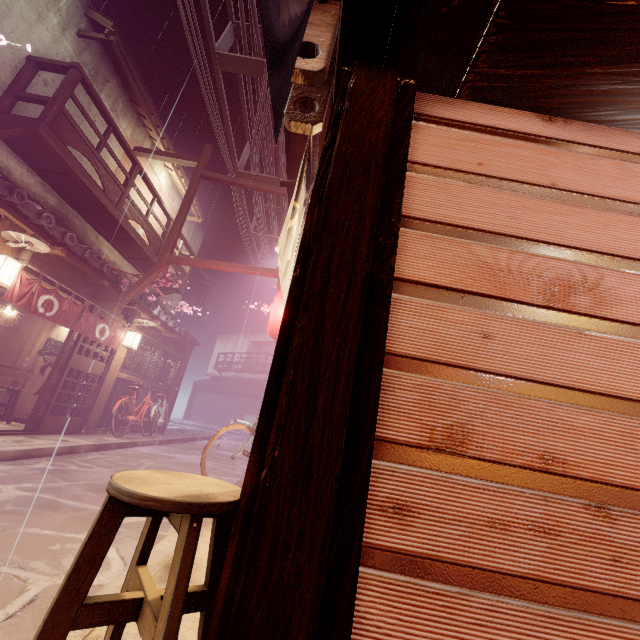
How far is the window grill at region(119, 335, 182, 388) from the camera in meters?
16.3

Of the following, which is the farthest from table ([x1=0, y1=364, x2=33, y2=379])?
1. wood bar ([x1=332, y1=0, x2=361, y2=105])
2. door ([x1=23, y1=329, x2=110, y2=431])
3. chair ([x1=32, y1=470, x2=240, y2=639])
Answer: chair ([x1=32, y1=470, x2=240, y2=639])

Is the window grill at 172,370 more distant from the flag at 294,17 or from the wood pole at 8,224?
the flag at 294,17

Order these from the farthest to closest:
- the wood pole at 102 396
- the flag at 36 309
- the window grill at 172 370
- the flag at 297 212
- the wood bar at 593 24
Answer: the window grill at 172 370 < the wood pole at 102 396 < the flag at 36 309 < the flag at 297 212 < the wood bar at 593 24

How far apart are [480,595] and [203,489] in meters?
1.8

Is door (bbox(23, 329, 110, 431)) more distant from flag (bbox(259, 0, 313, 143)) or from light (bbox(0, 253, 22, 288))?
flag (bbox(259, 0, 313, 143))

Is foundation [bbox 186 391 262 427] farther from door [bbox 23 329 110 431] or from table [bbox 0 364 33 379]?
table [bbox 0 364 33 379]

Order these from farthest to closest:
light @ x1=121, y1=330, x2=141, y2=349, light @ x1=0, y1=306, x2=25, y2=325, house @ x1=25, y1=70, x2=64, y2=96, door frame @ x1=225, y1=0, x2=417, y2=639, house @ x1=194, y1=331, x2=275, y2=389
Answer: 1. house @ x1=194, y1=331, x2=275, y2=389
2. light @ x1=121, y1=330, x2=141, y2=349
3. light @ x1=0, y1=306, x2=25, y2=325
4. house @ x1=25, y1=70, x2=64, y2=96
5. door frame @ x1=225, y1=0, x2=417, y2=639
